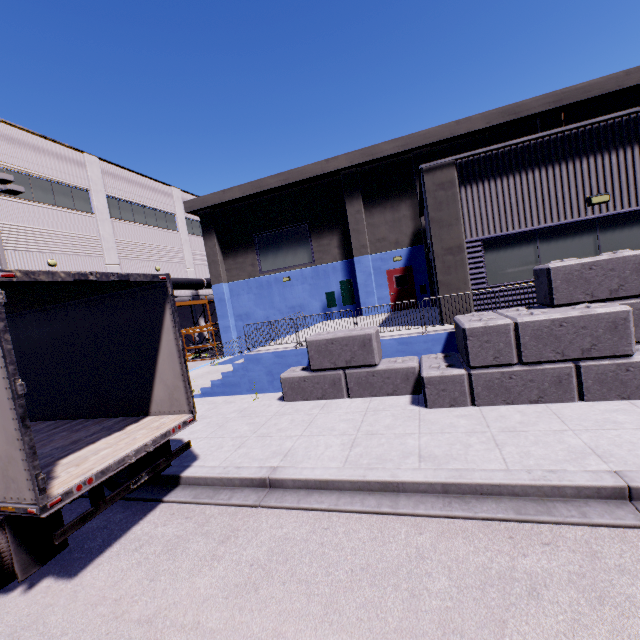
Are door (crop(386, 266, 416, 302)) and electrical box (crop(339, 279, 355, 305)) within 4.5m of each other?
yes

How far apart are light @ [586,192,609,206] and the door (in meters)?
9.51

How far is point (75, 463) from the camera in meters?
4.7

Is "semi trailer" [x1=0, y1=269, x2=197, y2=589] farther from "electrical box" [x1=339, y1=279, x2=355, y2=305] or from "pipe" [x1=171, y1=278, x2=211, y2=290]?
"electrical box" [x1=339, y1=279, x2=355, y2=305]

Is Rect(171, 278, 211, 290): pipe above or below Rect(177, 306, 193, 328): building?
above

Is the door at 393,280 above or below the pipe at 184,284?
below

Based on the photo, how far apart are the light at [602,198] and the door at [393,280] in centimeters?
951cm

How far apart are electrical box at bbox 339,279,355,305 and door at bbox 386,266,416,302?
2.1m
